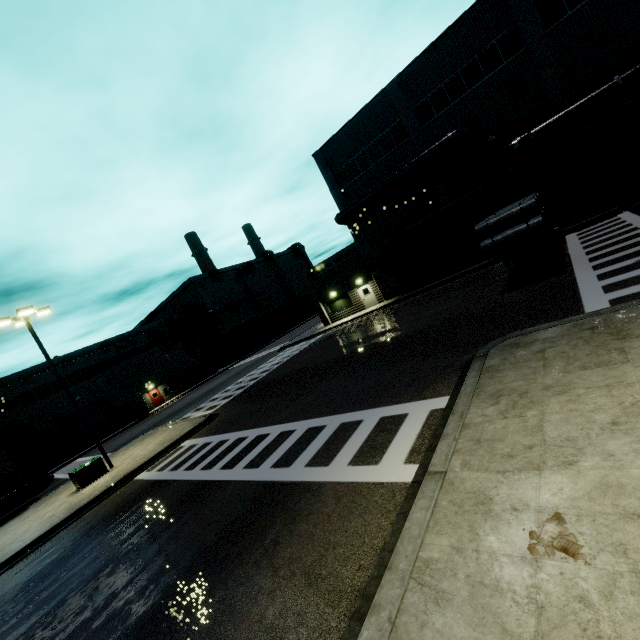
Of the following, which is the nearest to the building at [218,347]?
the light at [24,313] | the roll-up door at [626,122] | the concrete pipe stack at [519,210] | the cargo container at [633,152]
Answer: the roll-up door at [626,122]

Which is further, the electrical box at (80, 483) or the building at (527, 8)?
the building at (527, 8)

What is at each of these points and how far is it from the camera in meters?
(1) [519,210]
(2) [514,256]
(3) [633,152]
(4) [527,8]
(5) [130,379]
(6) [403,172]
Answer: (1) concrete pipe stack, 12.9 m
(2) semi trailer, 18.7 m
(3) cargo container, 10.4 m
(4) building, 18.6 m
(5) building, 41.7 m
(6) vent duct, 24.5 m

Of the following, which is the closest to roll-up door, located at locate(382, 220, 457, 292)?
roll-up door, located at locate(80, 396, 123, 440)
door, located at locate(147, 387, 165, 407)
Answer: roll-up door, located at locate(80, 396, 123, 440)

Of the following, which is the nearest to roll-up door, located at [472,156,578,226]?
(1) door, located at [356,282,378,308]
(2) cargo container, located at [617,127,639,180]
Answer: (2) cargo container, located at [617,127,639,180]

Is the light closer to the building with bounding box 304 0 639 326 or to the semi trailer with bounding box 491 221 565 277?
the semi trailer with bounding box 491 221 565 277

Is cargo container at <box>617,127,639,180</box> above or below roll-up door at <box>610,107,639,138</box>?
below

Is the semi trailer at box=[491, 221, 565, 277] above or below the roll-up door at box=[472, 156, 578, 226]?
below
